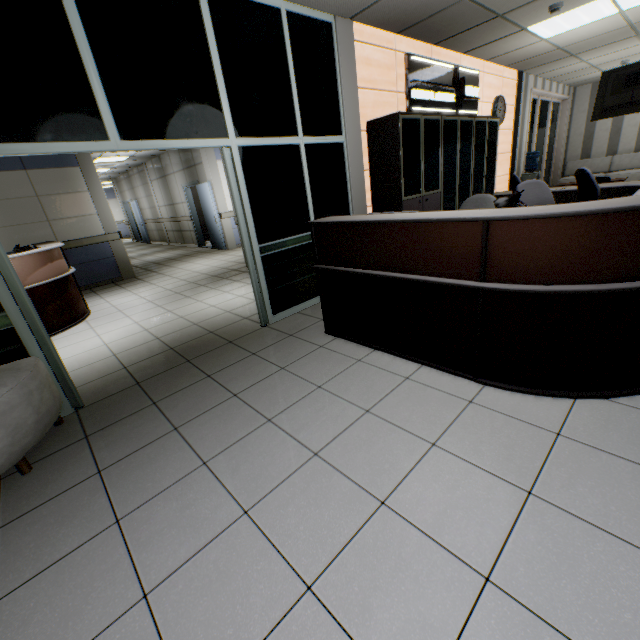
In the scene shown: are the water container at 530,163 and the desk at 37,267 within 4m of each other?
no

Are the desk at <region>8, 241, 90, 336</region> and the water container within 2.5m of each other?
no

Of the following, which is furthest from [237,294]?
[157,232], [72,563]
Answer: [157,232]

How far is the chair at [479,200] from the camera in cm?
307

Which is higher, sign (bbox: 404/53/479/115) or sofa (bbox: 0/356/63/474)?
sign (bbox: 404/53/479/115)

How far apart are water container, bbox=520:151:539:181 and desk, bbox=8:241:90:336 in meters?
10.4 m

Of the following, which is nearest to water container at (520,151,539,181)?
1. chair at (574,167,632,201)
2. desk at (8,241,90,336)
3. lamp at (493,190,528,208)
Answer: chair at (574,167,632,201)

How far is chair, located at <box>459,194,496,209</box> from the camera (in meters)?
3.07
